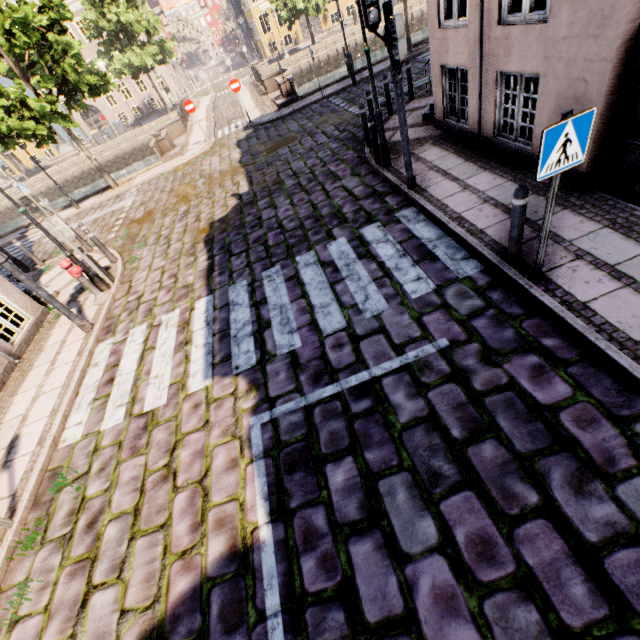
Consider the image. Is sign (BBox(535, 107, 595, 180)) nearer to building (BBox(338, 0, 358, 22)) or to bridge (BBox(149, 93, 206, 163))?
bridge (BBox(149, 93, 206, 163))

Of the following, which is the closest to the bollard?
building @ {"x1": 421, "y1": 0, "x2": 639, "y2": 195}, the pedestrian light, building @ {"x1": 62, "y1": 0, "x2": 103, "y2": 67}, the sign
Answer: the sign

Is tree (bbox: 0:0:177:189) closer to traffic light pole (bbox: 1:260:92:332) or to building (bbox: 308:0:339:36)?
building (bbox: 308:0:339:36)

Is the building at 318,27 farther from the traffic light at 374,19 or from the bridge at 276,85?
the traffic light at 374,19

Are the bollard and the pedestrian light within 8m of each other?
yes

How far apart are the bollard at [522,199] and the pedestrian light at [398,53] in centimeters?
298cm

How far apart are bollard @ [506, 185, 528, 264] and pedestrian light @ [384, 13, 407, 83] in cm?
298

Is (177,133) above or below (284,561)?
above
